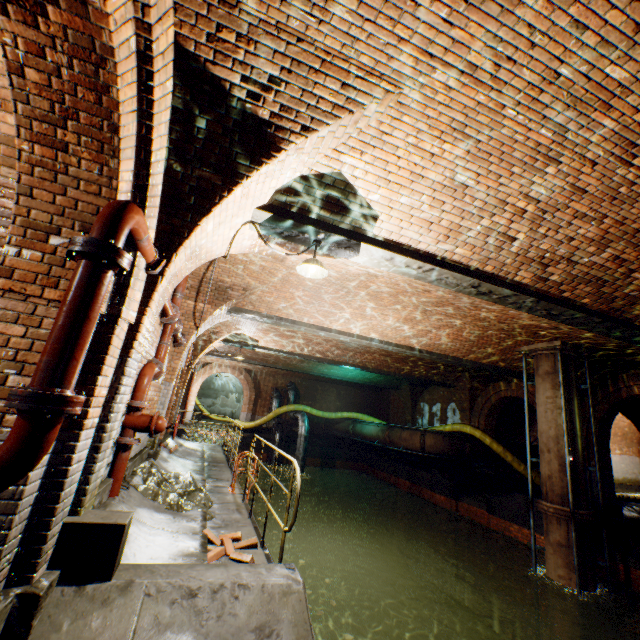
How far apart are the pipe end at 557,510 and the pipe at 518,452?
5.5 meters

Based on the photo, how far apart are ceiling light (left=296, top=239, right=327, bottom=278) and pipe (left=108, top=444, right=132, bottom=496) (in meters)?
3.42

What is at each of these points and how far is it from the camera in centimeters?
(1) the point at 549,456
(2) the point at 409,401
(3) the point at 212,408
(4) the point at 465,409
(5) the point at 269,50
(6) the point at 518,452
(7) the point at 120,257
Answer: (1) pipe, 862cm
(2) support arch, 2114cm
(3) building tunnel, 3045cm
(4) support arch, 1672cm
(5) support arch, 268cm
(6) pipe, 1544cm
(7) pipe end, 221cm

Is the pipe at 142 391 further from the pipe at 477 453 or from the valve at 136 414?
the pipe at 477 453

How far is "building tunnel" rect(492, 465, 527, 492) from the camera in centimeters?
1487cm

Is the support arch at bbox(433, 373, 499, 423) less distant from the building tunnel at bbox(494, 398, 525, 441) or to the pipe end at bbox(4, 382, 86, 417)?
the building tunnel at bbox(494, 398, 525, 441)

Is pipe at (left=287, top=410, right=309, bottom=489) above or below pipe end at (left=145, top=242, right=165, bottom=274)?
below

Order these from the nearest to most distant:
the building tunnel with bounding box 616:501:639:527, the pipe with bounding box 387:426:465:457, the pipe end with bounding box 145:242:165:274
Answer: the pipe end with bounding box 145:242:165:274 → the building tunnel with bounding box 616:501:639:527 → the pipe with bounding box 387:426:465:457
